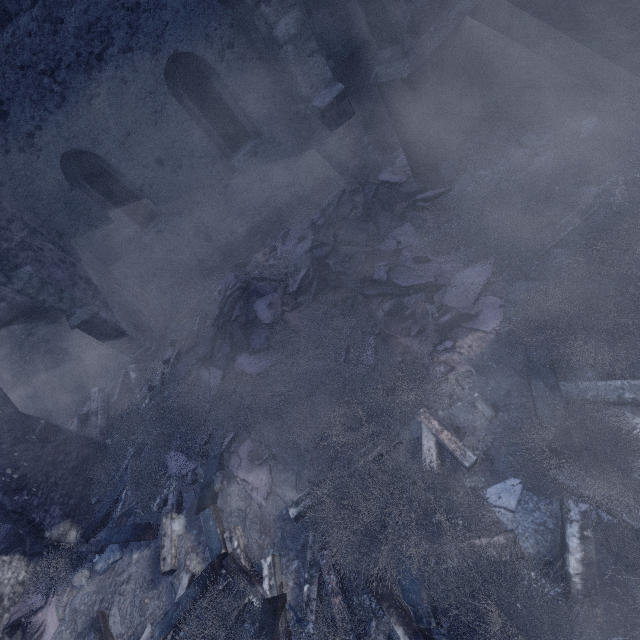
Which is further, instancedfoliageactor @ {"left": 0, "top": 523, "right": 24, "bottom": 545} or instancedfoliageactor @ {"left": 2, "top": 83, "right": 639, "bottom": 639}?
instancedfoliageactor @ {"left": 0, "top": 523, "right": 24, "bottom": 545}

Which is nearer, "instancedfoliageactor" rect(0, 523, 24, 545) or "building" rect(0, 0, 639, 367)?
"building" rect(0, 0, 639, 367)

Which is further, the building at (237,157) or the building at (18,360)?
the building at (18,360)

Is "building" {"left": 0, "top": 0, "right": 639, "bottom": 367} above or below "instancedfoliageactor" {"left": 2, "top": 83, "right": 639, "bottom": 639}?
above

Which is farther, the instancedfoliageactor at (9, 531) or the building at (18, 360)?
the building at (18, 360)

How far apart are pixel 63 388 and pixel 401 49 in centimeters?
1189cm
